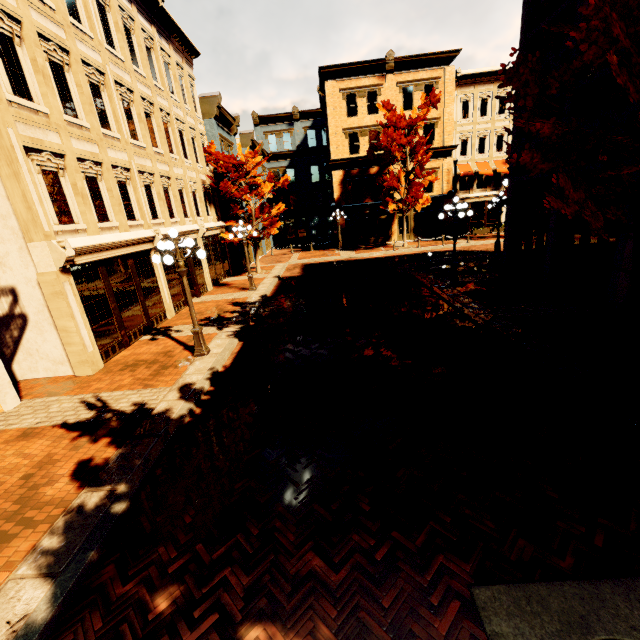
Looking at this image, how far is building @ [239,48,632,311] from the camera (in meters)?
11.47

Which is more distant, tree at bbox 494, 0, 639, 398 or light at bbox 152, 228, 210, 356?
light at bbox 152, 228, 210, 356

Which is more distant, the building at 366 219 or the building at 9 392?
the building at 366 219

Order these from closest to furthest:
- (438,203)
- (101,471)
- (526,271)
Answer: (101,471)
(526,271)
(438,203)

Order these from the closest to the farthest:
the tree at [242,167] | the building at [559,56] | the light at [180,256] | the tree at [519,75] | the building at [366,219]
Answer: the tree at [519,75] < the light at [180,256] < the building at [559,56] < the building at [366,219] < the tree at [242,167]

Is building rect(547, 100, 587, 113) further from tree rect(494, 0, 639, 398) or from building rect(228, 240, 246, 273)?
building rect(228, 240, 246, 273)

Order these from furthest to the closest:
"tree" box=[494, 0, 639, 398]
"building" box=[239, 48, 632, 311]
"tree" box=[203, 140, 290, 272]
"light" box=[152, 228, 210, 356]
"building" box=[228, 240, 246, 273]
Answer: "building" box=[228, 240, 246, 273] → "tree" box=[203, 140, 290, 272] → "building" box=[239, 48, 632, 311] → "light" box=[152, 228, 210, 356] → "tree" box=[494, 0, 639, 398]

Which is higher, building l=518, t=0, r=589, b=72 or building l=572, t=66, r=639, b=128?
building l=518, t=0, r=589, b=72
